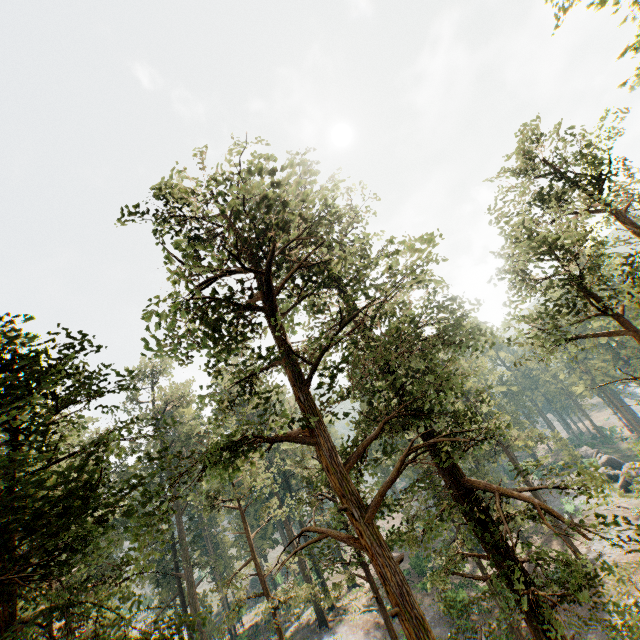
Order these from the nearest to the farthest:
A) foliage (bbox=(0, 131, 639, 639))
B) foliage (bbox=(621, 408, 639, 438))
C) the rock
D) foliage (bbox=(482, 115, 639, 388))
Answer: foliage (bbox=(0, 131, 639, 639)), foliage (bbox=(482, 115, 639, 388)), the rock, foliage (bbox=(621, 408, 639, 438))

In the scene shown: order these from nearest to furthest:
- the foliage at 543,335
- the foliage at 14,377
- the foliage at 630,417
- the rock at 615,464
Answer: the foliage at 14,377
the foliage at 543,335
the rock at 615,464
the foliage at 630,417

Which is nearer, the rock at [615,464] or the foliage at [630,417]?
the rock at [615,464]

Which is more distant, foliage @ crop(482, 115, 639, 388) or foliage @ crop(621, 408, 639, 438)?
foliage @ crop(621, 408, 639, 438)

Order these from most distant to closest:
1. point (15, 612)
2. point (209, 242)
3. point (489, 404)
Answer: point (489, 404) < point (209, 242) < point (15, 612)

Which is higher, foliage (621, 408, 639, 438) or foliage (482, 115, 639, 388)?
foliage (482, 115, 639, 388)

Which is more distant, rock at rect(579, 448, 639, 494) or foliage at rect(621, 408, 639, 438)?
foliage at rect(621, 408, 639, 438)

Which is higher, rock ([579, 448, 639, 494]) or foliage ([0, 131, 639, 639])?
foliage ([0, 131, 639, 639])
